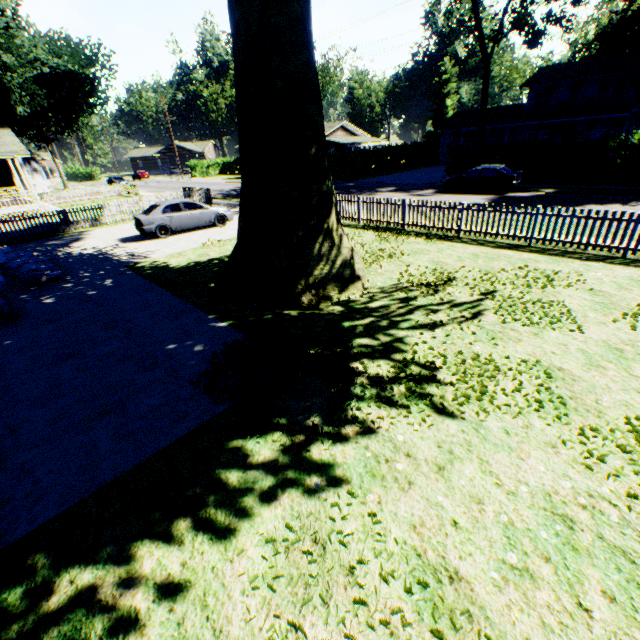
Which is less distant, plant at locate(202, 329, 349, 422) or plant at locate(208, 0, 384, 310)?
plant at locate(202, 329, 349, 422)

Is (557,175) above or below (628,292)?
above

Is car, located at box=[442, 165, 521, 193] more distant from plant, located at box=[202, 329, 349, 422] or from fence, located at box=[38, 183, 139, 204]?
plant, located at box=[202, 329, 349, 422]

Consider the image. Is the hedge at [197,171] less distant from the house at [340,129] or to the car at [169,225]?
the house at [340,129]

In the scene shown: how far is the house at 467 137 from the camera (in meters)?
41.69

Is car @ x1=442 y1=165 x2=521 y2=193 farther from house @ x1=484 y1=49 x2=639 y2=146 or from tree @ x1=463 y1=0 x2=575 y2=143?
house @ x1=484 y1=49 x2=639 y2=146

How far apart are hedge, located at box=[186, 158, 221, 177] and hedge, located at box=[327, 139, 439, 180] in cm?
3095

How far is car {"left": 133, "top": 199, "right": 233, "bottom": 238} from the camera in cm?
1558
